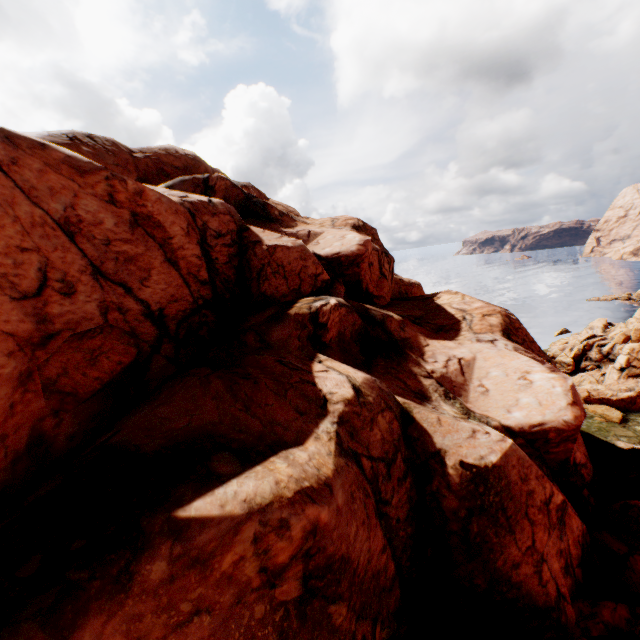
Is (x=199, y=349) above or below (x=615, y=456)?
above
